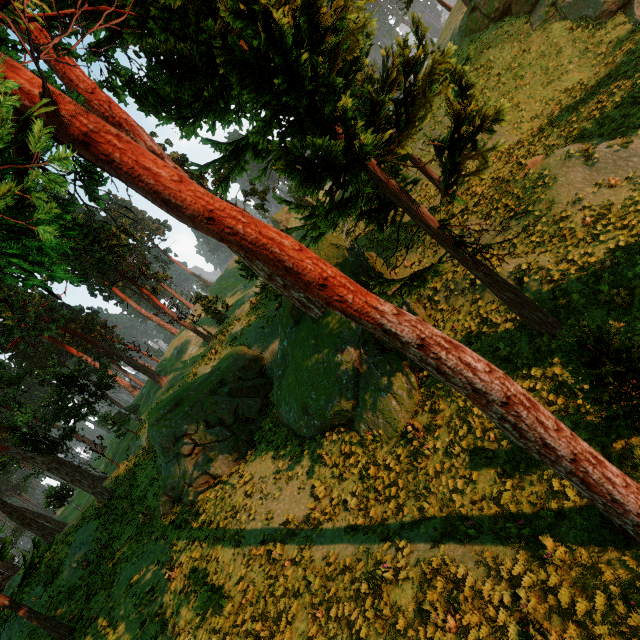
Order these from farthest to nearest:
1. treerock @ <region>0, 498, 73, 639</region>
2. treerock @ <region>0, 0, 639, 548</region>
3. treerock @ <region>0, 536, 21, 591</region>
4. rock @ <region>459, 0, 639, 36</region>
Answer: rock @ <region>459, 0, 639, 36</region>, treerock @ <region>0, 498, 73, 639</region>, treerock @ <region>0, 536, 21, 591</region>, treerock @ <region>0, 0, 639, 548</region>

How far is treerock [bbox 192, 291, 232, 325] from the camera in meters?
37.1

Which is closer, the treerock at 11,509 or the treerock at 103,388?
the treerock at 103,388

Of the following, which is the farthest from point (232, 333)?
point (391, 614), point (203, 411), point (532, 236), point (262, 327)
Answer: point (391, 614)

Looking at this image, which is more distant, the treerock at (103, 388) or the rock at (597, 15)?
the rock at (597, 15)

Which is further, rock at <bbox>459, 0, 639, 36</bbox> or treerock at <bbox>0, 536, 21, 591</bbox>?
→ rock at <bbox>459, 0, 639, 36</bbox>

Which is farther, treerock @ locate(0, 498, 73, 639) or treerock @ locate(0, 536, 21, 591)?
treerock @ locate(0, 498, 73, 639)

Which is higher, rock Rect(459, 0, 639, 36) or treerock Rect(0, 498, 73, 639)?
treerock Rect(0, 498, 73, 639)
